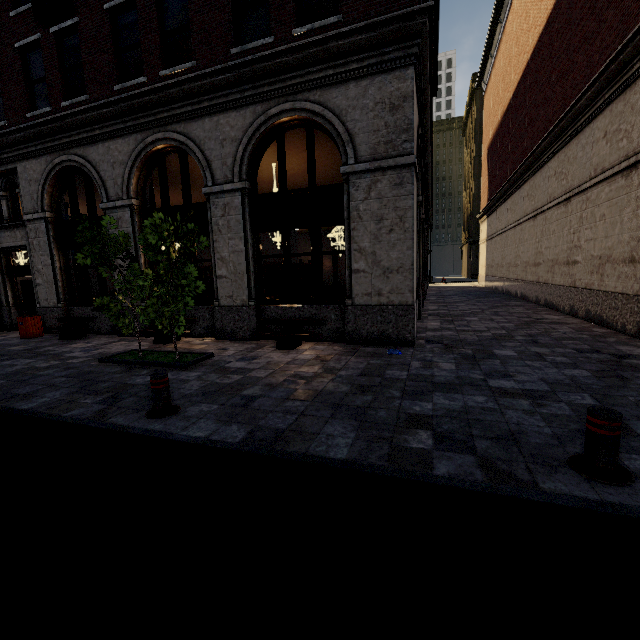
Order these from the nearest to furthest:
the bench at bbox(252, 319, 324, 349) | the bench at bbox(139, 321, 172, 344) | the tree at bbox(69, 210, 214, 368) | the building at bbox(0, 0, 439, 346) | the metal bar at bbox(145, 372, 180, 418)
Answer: the metal bar at bbox(145, 372, 180, 418) → the tree at bbox(69, 210, 214, 368) → the building at bbox(0, 0, 439, 346) → the bench at bbox(252, 319, 324, 349) → the bench at bbox(139, 321, 172, 344)

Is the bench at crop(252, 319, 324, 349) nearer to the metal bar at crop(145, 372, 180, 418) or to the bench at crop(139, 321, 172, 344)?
the bench at crop(139, 321, 172, 344)

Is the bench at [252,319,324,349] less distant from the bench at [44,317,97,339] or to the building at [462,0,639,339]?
the building at [462,0,639,339]

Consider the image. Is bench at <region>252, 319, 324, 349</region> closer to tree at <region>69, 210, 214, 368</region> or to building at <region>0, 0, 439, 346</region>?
building at <region>0, 0, 439, 346</region>

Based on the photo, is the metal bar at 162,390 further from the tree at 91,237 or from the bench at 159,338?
the bench at 159,338

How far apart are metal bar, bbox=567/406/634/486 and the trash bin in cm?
1491

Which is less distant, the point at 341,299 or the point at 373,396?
the point at 373,396

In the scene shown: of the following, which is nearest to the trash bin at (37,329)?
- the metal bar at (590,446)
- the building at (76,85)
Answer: the building at (76,85)
